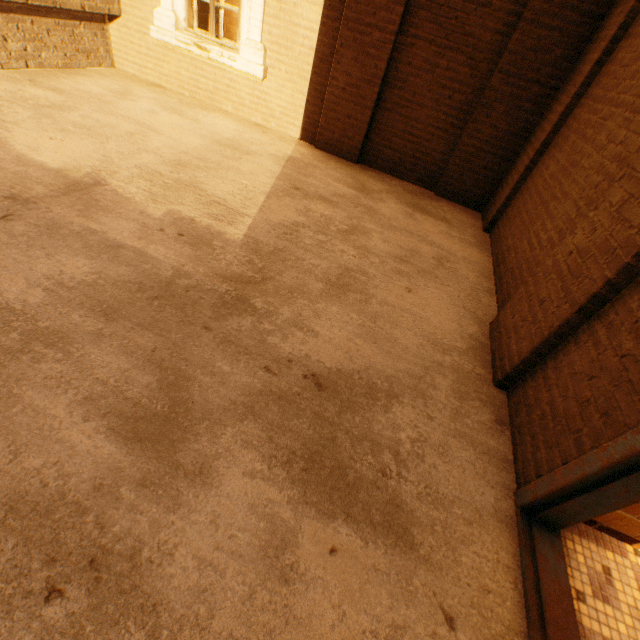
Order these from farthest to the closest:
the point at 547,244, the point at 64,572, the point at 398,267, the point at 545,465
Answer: the point at 398,267
the point at 547,244
the point at 545,465
the point at 64,572
